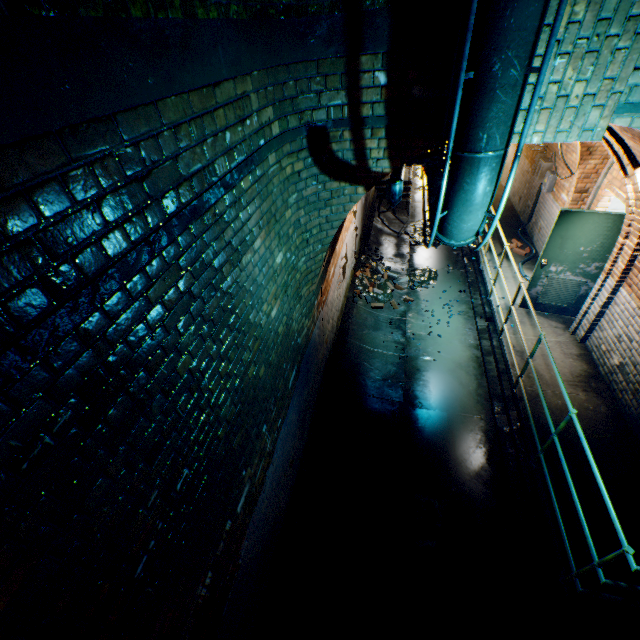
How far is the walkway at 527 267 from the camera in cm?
756

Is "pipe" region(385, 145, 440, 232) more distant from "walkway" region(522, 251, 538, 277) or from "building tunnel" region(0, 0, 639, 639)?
"walkway" region(522, 251, 538, 277)

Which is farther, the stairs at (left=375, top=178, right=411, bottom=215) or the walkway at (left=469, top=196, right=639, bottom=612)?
the stairs at (left=375, top=178, right=411, bottom=215)

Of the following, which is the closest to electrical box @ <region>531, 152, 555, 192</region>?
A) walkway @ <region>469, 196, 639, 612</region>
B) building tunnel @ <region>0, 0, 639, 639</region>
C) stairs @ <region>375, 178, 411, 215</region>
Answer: building tunnel @ <region>0, 0, 639, 639</region>

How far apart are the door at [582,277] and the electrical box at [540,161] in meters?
3.1 m

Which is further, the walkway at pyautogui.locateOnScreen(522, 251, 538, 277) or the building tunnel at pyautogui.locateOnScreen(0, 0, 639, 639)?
the walkway at pyautogui.locateOnScreen(522, 251, 538, 277)

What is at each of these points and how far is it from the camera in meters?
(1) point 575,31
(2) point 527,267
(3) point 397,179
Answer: (1) building tunnel, 2.3
(2) walkway, 7.7
(3) pipe, 2.8

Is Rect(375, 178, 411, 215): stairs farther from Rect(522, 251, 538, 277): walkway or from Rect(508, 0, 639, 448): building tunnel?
Rect(522, 251, 538, 277): walkway
